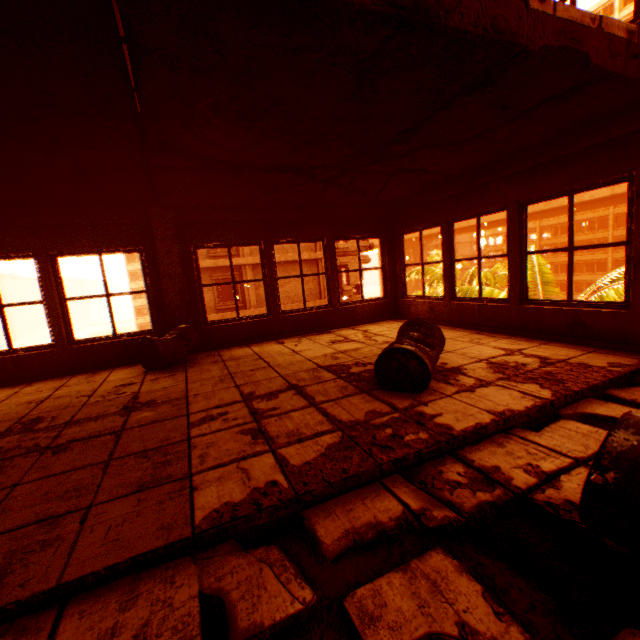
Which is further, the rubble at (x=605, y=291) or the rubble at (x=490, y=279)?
the rubble at (x=490, y=279)

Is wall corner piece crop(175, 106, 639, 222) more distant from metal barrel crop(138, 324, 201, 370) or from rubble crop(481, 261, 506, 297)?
rubble crop(481, 261, 506, 297)

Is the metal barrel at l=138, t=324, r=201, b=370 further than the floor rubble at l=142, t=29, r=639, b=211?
Yes

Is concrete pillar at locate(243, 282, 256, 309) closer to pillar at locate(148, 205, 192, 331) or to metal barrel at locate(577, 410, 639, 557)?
pillar at locate(148, 205, 192, 331)

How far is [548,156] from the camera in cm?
411

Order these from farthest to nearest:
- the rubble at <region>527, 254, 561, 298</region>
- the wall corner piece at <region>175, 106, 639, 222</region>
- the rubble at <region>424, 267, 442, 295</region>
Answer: the rubble at <region>424, 267, 442, 295</region> → the rubble at <region>527, 254, 561, 298</region> → the wall corner piece at <region>175, 106, 639, 222</region>

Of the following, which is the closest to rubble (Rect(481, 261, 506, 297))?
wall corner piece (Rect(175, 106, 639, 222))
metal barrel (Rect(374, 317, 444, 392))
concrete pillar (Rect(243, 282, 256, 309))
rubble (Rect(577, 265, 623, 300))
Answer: rubble (Rect(577, 265, 623, 300))

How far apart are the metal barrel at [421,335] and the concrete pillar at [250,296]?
16.5 meters
